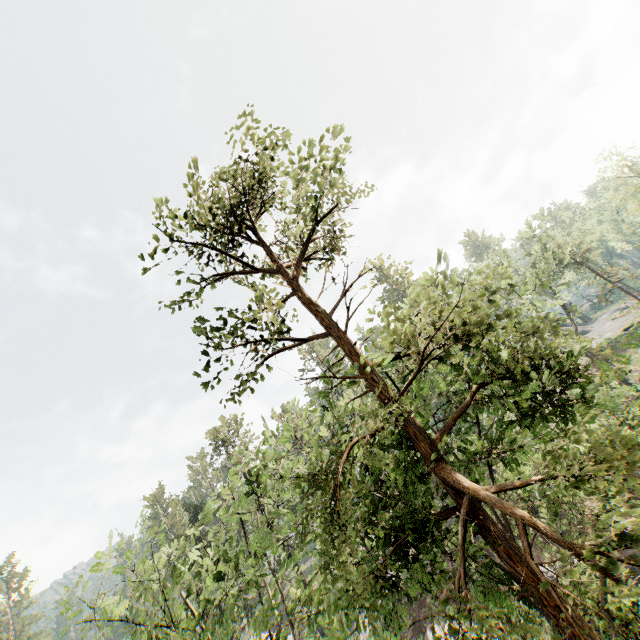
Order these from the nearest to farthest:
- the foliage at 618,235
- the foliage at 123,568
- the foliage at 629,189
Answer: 1. the foliage at 629,189
2. the foliage at 123,568
3. the foliage at 618,235

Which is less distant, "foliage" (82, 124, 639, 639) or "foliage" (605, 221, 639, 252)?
"foliage" (82, 124, 639, 639)

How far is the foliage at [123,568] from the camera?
10.83m

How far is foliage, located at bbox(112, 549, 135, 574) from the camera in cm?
1083

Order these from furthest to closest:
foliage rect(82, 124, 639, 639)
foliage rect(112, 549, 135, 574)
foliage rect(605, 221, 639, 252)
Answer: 1. foliage rect(605, 221, 639, 252)
2. foliage rect(112, 549, 135, 574)
3. foliage rect(82, 124, 639, 639)

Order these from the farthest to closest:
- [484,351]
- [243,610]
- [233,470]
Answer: [243,610] → [233,470] → [484,351]
